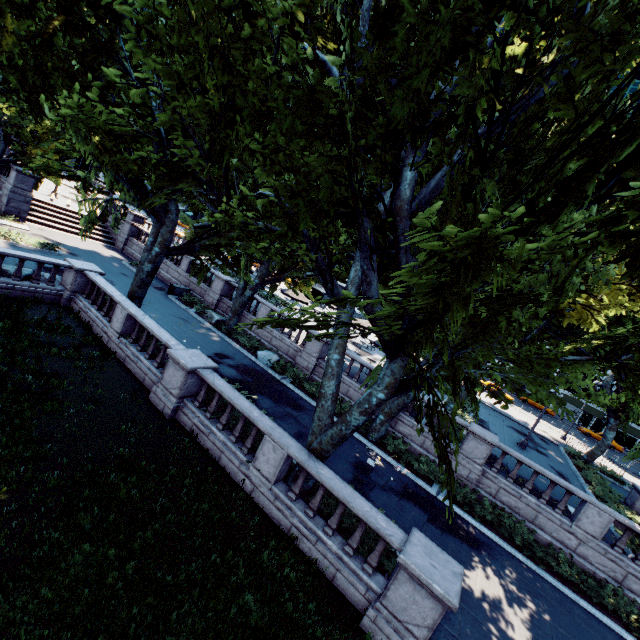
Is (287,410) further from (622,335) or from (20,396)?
(622,335)

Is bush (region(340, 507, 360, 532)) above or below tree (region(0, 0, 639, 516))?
below

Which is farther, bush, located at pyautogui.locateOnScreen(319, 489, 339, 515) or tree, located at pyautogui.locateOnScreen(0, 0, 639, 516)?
bush, located at pyautogui.locateOnScreen(319, 489, 339, 515)

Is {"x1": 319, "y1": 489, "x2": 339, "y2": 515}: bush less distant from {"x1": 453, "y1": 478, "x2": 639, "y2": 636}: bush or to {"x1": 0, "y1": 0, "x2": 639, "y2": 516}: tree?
{"x1": 0, "y1": 0, "x2": 639, "y2": 516}: tree

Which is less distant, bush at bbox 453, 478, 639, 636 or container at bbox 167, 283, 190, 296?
bush at bbox 453, 478, 639, 636

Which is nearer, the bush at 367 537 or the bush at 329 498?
the bush at 367 537

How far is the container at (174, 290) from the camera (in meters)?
25.31

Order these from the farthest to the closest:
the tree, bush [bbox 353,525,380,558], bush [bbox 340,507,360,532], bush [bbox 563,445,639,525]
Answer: bush [bbox 563,445,639,525]
bush [bbox 340,507,360,532]
bush [bbox 353,525,380,558]
the tree
